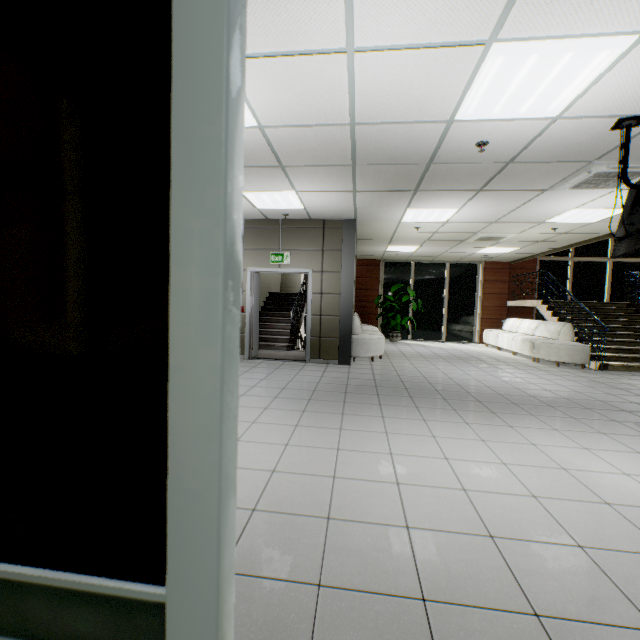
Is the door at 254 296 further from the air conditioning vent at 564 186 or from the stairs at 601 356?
the stairs at 601 356

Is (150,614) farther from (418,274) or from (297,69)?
(418,274)

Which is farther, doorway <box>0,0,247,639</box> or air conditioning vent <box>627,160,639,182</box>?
air conditioning vent <box>627,160,639,182</box>

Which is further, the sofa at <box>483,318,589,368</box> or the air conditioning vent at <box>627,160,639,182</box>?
the sofa at <box>483,318,589,368</box>

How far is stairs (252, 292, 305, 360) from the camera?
8.4 meters

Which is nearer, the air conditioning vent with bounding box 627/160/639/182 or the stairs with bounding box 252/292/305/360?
the air conditioning vent with bounding box 627/160/639/182

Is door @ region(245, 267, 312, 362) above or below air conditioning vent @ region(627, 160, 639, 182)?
below

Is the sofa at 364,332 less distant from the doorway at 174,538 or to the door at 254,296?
the door at 254,296
